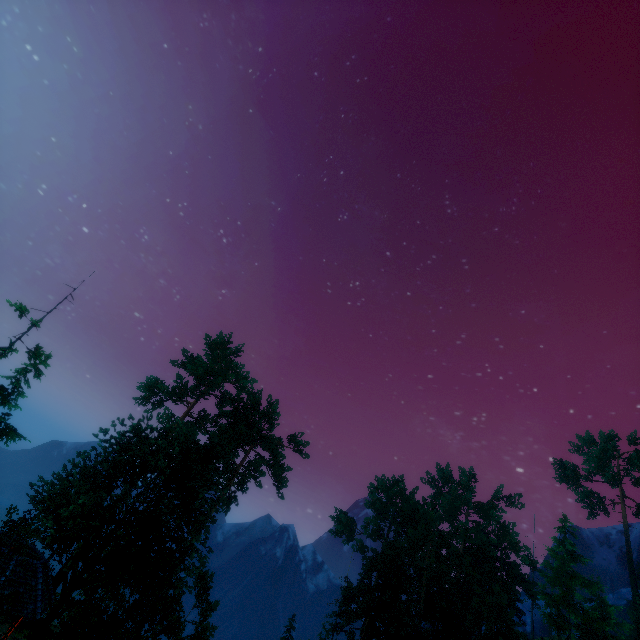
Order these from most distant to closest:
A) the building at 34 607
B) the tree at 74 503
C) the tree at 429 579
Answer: the tree at 429 579 → the building at 34 607 → the tree at 74 503

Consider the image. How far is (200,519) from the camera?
24.1m

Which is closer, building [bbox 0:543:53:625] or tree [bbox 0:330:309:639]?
tree [bbox 0:330:309:639]

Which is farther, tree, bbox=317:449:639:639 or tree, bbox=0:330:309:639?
tree, bbox=317:449:639:639

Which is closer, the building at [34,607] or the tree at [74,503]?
the tree at [74,503]

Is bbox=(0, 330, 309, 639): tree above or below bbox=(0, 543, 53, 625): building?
above

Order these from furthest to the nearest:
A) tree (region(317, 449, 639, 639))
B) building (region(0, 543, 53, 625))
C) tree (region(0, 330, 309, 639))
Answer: tree (region(317, 449, 639, 639))
building (region(0, 543, 53, 625))
tree (region(0, 330, 309, 639))
